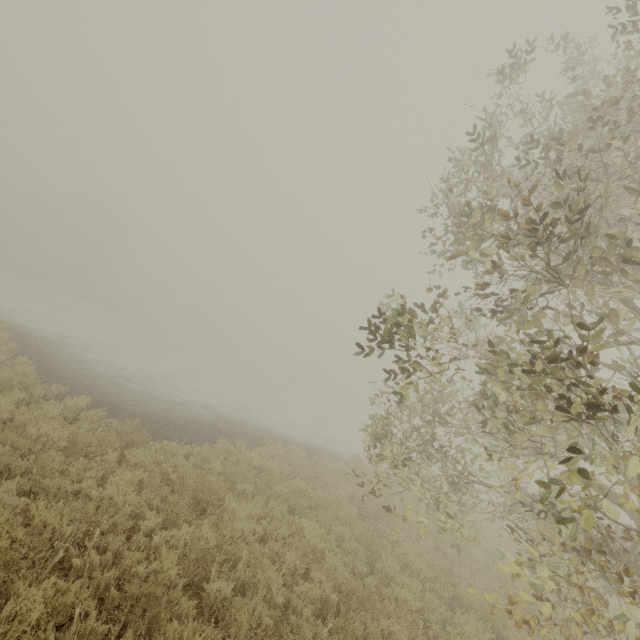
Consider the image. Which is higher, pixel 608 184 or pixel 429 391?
pixel 608 184
